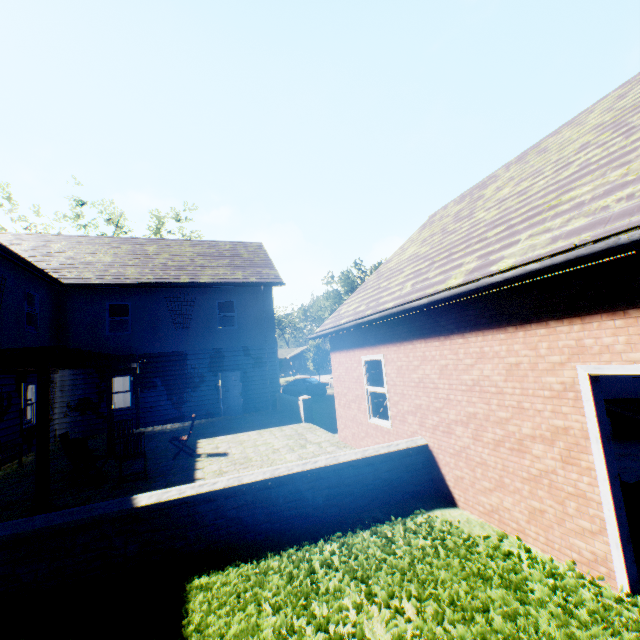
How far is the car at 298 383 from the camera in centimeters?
2338cm

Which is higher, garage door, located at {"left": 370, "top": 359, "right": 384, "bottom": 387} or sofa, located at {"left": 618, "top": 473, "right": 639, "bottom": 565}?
garage door, located at {"left": 370, "top": 359, "right": 384, "bottom": 387}

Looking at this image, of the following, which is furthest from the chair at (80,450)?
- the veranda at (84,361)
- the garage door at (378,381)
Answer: the garage door at (378,381)

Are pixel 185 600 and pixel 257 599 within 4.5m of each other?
yes

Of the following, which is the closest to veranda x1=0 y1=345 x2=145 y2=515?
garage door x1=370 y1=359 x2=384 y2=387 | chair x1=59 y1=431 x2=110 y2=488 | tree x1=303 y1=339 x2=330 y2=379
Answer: chair x1=59 y1=431 x2=110 y2=488

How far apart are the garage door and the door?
8.1m

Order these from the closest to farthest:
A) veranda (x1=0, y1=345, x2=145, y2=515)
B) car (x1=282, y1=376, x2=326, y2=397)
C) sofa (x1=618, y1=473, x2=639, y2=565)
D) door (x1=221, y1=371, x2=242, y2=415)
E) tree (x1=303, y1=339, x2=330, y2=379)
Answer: sofa (x1=618, y1=473, x2=639, y2=565) < veranda (x1=0, y1=345, x2=145, y2=515) < door (x1=221, y1=371, x2=242, y2=415) < car (x1=282, y1=376, x2=326, y2=397) < tree (x1=303, y1=339, x2=330, y2=379)

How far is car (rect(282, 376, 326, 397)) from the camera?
23.38m
